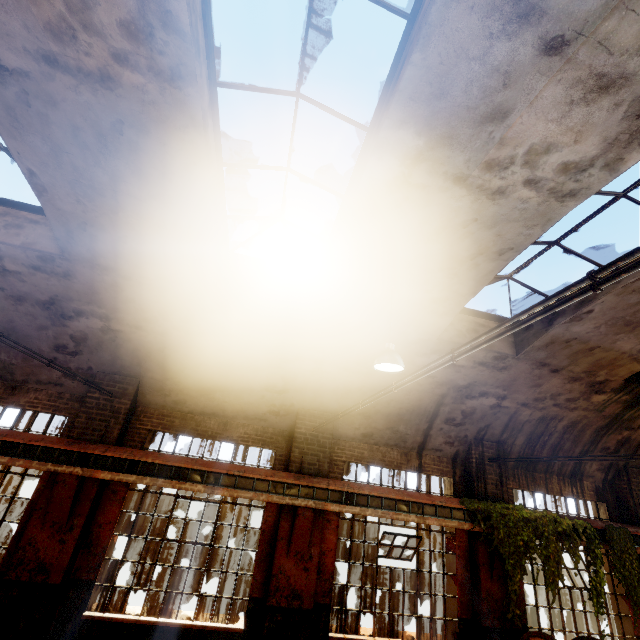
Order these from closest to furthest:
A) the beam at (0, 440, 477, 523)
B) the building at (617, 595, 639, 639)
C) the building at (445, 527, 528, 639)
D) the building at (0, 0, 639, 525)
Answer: the building at (0, 0, 639, 525) → the beam at (0, 440, 477, 523) → the building at (445, 527, 528, 639) → the building at (617, 595, 639, 639)

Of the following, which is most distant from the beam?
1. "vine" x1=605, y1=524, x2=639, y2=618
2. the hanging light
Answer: the hanging light

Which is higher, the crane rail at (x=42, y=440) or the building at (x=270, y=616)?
the crane rail at (x=42, y=440)

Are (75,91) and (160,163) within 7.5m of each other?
yes

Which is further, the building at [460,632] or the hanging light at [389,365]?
the building at [460,632]

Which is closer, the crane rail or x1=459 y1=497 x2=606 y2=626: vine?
the crane rail

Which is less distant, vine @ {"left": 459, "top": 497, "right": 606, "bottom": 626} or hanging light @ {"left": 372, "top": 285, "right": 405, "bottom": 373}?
hanging light @ {"left": 372, "top": 285, "right": 405, "bottom": 373}

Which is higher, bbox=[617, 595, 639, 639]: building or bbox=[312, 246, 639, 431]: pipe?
bbox=[312, 246, 639, 431]: pipe
